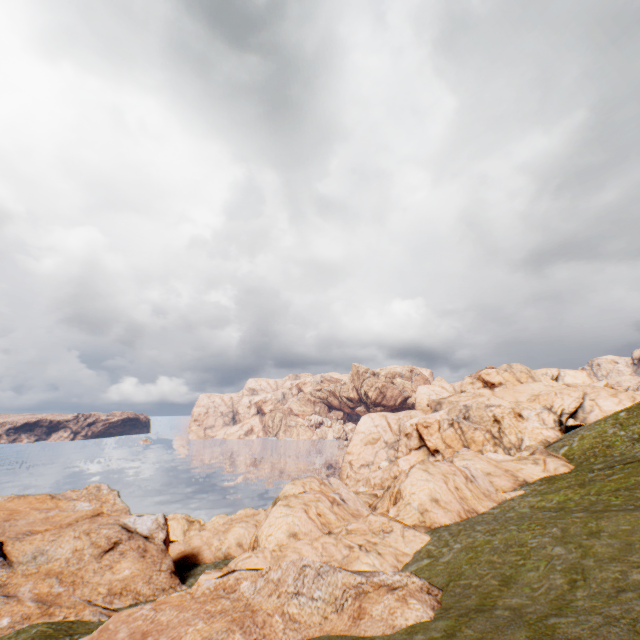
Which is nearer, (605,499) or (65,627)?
(65,627)
